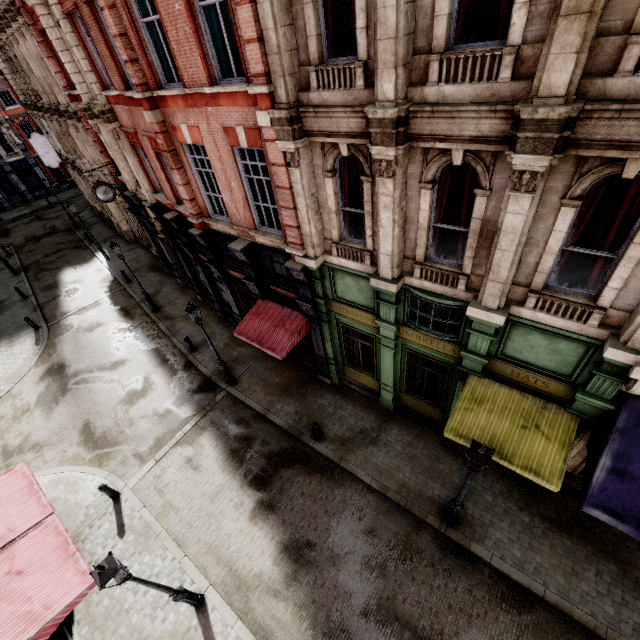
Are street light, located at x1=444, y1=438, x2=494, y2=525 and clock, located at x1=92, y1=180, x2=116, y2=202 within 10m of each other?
no

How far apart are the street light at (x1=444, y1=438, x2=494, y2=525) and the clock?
19.2m

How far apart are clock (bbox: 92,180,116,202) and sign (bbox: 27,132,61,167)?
14.8 meters

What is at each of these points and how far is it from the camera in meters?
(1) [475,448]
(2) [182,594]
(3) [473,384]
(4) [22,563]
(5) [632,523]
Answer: (1) street light, 6.5 m
(2) street light, 8.2 m
(3) awning, 8.5 m
(4) awning, 7.5 m
(5) awning, 6.3 m

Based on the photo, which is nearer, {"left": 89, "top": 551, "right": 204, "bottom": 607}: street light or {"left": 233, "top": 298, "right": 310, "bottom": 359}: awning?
{"left": 89, "top": 551, "right": 204, "bottom": 607}: street light

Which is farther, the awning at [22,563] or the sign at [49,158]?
the sign at [49,158]

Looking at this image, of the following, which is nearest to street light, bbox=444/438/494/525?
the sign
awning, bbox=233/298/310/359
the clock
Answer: awning, bbox=233/298/310/359

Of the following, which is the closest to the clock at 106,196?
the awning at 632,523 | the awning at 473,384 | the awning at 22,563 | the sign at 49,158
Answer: the awning at 22,563
